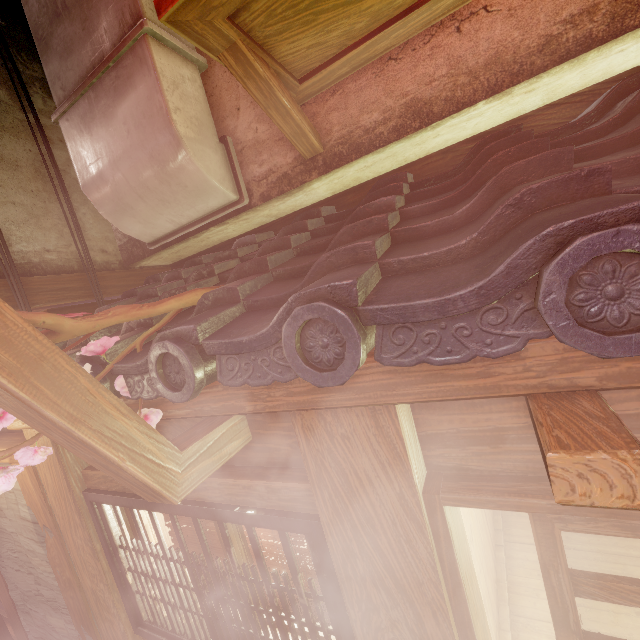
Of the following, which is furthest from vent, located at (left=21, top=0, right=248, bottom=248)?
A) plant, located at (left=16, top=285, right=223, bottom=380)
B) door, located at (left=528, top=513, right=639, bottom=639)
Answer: door, located at (left=528, top=513, right=639, bottom=639)

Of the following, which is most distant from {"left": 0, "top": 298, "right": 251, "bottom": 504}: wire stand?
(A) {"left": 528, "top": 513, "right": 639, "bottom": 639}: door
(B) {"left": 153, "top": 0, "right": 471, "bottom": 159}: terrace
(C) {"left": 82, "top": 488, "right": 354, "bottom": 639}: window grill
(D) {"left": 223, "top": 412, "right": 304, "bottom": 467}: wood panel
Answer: (A) {"left": 528, "top": 513, "right": 639, "bottom": 639}: door

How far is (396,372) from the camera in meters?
1.7 m

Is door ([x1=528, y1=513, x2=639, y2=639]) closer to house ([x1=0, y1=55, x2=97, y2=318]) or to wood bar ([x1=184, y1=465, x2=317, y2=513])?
wood bar ([x1=184, y1=465, x2=317, y2=513])

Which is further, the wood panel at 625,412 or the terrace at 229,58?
the terrace at 229,58

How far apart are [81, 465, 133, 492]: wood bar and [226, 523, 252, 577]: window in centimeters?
31cm

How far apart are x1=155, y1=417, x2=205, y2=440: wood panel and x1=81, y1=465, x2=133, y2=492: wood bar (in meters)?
0.05

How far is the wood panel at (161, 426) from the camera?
3.2m
